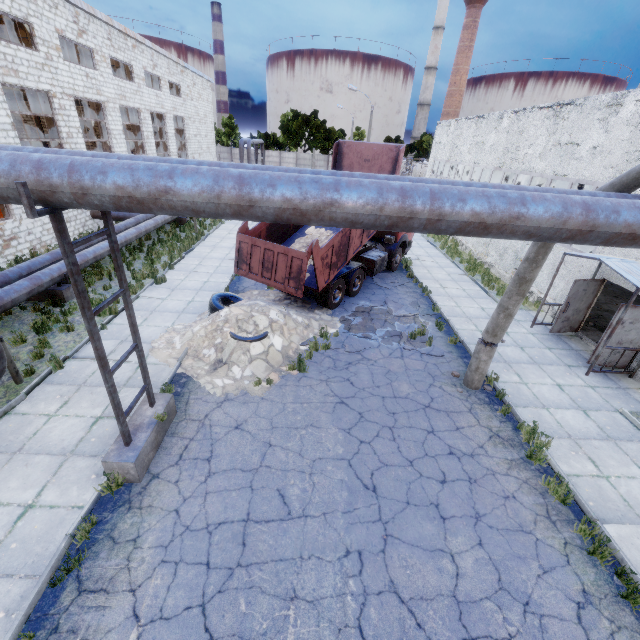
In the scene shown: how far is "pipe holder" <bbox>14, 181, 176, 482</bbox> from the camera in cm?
406

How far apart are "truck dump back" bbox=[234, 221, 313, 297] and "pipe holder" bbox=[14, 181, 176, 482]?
4.54m

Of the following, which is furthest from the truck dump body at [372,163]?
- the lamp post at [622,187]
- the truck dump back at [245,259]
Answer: the lamp post at [622,187]

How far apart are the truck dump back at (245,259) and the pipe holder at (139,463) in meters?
4.5

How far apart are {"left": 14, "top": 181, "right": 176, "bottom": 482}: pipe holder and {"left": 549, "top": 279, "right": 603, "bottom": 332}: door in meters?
12.9

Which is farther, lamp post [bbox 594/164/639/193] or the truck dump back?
the truck dump back

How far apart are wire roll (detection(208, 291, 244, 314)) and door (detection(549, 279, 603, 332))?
11.3m

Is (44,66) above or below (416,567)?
above
